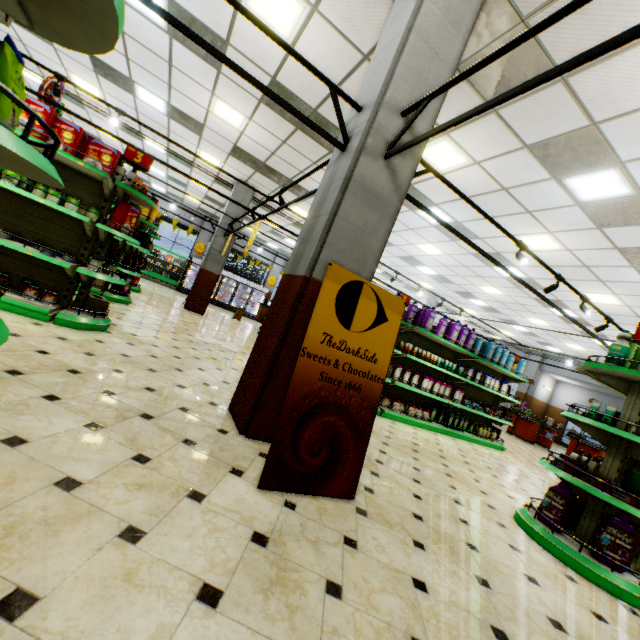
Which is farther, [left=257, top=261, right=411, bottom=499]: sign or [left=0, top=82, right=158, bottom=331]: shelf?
[left=257, top=261, right=411, bottom=499]: sign

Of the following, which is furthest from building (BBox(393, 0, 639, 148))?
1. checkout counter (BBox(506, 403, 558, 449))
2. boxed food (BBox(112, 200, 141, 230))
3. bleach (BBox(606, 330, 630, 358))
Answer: bleach (BBox(606, 330, 630, 358))

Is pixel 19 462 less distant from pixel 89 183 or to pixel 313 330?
pixel 313 330

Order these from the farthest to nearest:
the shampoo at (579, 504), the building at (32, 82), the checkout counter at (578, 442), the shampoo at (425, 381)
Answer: the checkout counter at (578, 442)
the building at (32, 82)
the shampoo at (425, 381)
the shampoo at (579, 504)

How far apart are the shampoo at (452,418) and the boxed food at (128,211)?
5.73m

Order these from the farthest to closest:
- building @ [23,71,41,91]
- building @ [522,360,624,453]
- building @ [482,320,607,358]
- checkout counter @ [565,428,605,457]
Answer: building @ [522,360,624,453]
building @ [482,320,607,358]
checkout counter @ [565,428,605,457]
building @ [23,71,41,91]

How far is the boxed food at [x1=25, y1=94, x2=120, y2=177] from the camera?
3.57m

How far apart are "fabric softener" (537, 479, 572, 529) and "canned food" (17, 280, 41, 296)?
6.16m
